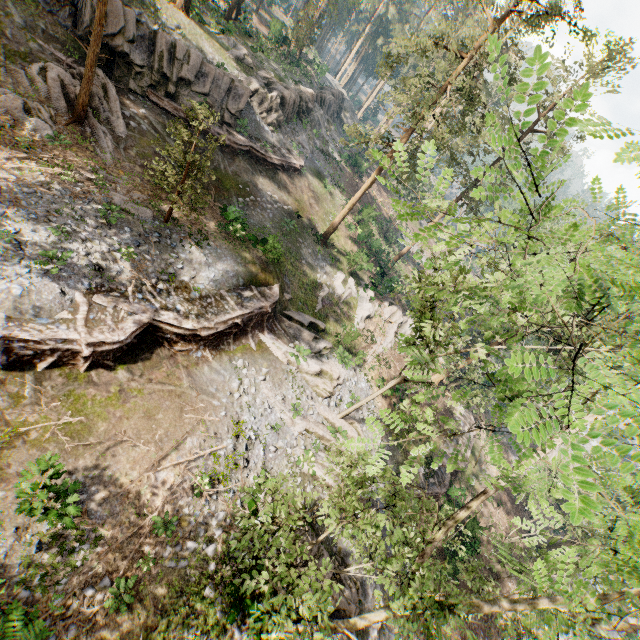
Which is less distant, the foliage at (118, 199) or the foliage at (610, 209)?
the foliage at (610, 209)

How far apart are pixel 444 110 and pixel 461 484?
49.6 meters

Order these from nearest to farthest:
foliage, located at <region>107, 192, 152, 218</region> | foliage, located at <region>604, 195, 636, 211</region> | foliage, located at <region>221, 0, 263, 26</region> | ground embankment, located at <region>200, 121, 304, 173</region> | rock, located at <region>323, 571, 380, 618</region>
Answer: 1. foliage, located at <region>604, 195, 636, 211</region>
2. rock, located at <region>323, 571, 380, 618</region>
3. foliage, located at <region>107, 192, 152, 218</region>
4. ground embankment, located at <region>200, 121, 304, 173</region>
5. foliage, located at <region>221, 0, 263, 26</region>

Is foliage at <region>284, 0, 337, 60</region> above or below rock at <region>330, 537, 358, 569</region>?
above

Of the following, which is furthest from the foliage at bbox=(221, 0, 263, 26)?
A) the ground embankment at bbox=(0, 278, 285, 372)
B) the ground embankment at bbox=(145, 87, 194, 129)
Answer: the ground embankment at bbox=(145, 87, 194, 129)

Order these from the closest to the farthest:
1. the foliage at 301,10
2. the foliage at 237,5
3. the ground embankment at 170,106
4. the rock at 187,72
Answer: the rock at 187,72 < the ground embankment at 170,106 < the foliage at 237,5 < the foliage at 301,10

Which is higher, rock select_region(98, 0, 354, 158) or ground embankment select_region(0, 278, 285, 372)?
rock select_region(98, 0, 354, 158)

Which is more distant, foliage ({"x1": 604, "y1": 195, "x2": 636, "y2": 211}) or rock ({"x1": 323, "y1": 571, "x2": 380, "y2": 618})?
rock ({"x1": 323, "y1": 571, "x2": 380, "y2": 618})
